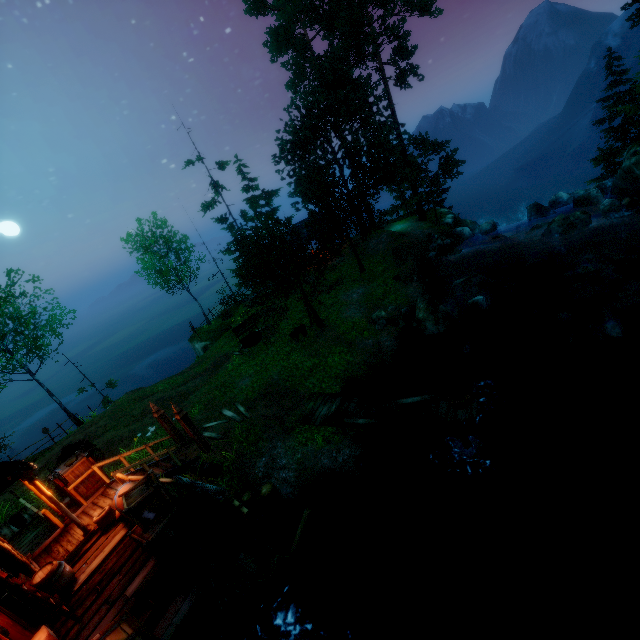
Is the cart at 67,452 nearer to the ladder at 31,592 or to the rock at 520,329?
the ladder at 31,592

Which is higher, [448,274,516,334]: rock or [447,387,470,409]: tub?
[447,387,470,409]: tub

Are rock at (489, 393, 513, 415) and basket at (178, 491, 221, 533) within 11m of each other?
yes

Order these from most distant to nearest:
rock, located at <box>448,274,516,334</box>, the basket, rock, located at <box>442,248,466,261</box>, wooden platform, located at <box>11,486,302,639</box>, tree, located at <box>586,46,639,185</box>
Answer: tree, located at <box>586,46,639,185</box> < rock, located at <box>442,248,466,261</box> < rock, located at <box>448,274,516,334</box> < the basket < wooden platform, located at <box>11,486,302,639</box>

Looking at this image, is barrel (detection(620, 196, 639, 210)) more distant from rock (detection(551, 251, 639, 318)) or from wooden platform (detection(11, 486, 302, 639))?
wooden platform (detection(11, 486, 302, 639))

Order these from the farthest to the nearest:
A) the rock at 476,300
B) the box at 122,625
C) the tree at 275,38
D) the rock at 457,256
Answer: the rock at 457,256, the tree at 275,38, the rock at 476,300, the box at 122,625

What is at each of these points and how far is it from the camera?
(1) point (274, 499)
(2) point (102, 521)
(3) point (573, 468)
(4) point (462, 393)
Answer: (1) piling, 10.52m
(2) bag, 9.16m
(3) rock, 9.58m
(4) tub, 10.75m

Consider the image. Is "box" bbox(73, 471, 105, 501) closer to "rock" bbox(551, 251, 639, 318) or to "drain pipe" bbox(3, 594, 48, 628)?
"drain pipe" bbox(3, 594, 48, 628)
